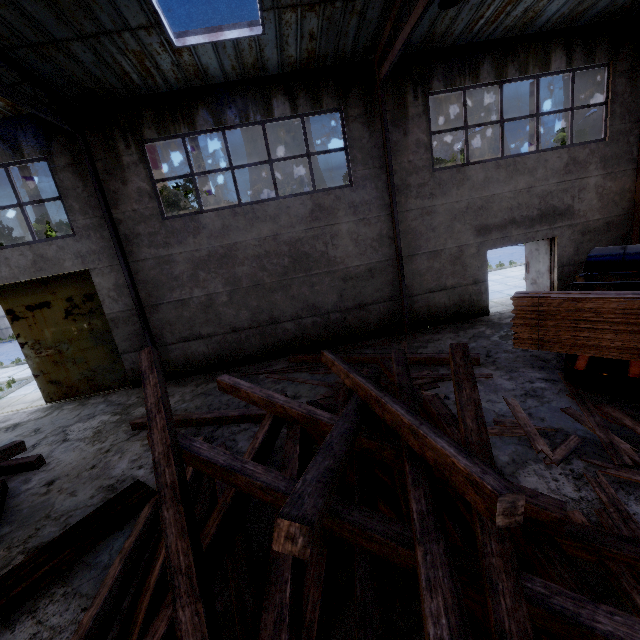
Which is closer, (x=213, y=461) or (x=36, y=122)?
(x=213, y=461)

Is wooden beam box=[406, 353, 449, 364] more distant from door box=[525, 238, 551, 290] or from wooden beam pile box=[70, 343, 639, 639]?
door box=[525, 238, 551, 290]

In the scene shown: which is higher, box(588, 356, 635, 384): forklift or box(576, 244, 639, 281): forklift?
box(576, 244, 639, 281): forklift

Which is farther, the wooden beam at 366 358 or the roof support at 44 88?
the wooden beam at 366 358

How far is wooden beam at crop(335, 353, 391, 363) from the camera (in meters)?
8.66

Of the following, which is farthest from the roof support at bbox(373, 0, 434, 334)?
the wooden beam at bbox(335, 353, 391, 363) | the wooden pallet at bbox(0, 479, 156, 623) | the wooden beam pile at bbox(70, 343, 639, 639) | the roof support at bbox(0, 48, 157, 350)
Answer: the roof support at bbox(0, 48, 157, 350)

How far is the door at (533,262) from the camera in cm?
1089

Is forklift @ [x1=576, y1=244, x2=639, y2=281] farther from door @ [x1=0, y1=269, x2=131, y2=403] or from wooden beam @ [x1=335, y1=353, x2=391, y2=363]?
door @ [x1=0, y1=269, x2=131, y2=403]
